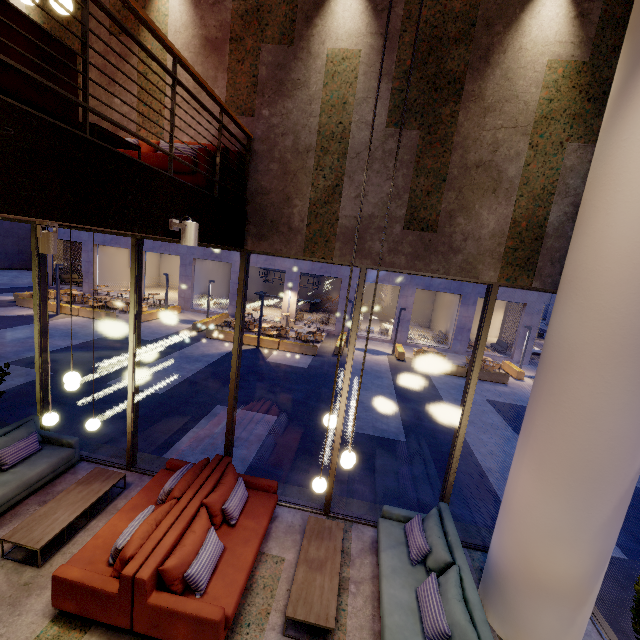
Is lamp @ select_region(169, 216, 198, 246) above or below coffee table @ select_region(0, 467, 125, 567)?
above

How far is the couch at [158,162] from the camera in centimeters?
412cm

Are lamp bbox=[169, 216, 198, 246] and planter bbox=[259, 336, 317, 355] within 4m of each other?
no

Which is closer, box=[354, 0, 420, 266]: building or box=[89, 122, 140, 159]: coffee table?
box=[89, 122, 140, 159]: coffee table

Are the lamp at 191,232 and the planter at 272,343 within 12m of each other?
no

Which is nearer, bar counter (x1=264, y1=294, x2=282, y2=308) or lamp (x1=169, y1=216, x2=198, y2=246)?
lamp (x1=169, y1=216, x2=198, y2=246)

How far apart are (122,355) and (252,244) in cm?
1129

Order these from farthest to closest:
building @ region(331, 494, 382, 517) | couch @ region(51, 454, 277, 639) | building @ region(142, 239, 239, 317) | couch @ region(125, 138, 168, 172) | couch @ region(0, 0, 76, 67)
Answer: building @ region(142, 239, 239, 317), building @ region(331, 494, 382, 517), couch @ region(125, 138, 168, 172), couch @ region(51, 454, 277, 639), couch @ region(0, 0, 76, 67)
